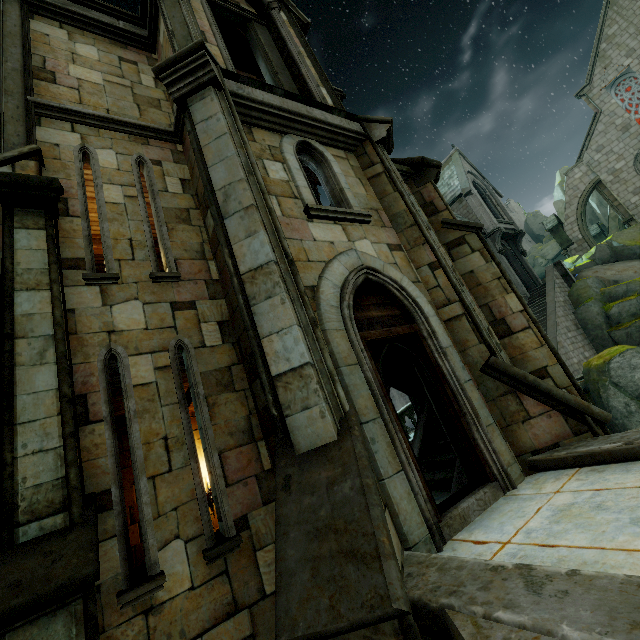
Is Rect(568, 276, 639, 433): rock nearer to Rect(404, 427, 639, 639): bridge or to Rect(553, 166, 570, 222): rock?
Rect(553, 166, 570, 222): rock

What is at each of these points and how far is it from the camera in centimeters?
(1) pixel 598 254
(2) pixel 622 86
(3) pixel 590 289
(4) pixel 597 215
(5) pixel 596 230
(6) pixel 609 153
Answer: (1) rock, 2353cm
(2) flag, 2503cm
(3) rock, 2048cm
(4) rock, 4269cm
(5) merlon, 3619cm
(6) building, 2603cm

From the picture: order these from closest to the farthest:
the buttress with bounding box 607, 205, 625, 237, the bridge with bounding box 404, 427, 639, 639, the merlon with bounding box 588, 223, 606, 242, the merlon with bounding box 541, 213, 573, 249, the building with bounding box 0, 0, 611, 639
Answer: the bridge with bounding box 404, 427, 639, 639 → the building with bounding box 0, 0, 611, 639 → the merlon with bounding box 541, 213, 573, 249 → the buttress with bounding box 607, 205, 625, 237 → the merlon with bounding box 588, 223, 606, 242

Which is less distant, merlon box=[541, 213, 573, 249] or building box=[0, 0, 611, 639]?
building box=[0, 0, 611, 639]

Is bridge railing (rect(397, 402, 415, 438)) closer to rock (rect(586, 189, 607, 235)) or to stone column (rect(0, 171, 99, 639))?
stone column (rect(0, 171, 99, 639))

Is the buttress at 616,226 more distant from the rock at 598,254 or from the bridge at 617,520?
the bridge at 617,520

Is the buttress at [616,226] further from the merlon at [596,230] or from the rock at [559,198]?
the rock at [559,198]

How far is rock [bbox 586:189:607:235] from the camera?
41.0m
